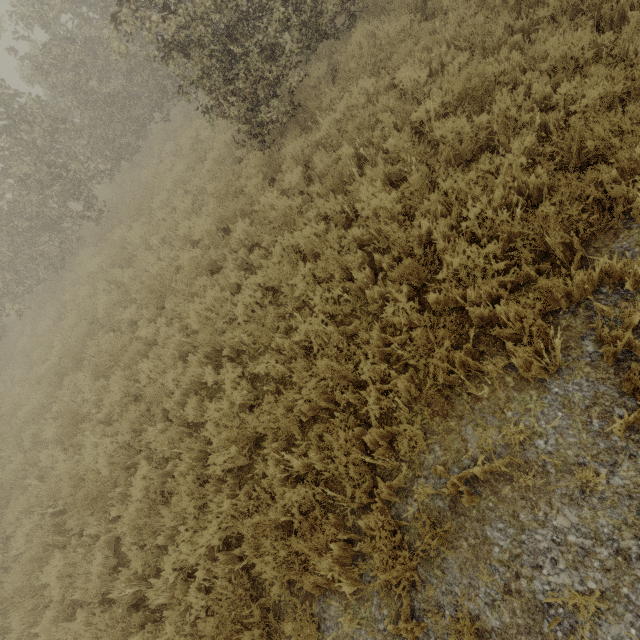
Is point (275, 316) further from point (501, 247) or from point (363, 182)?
point (501, 247)
